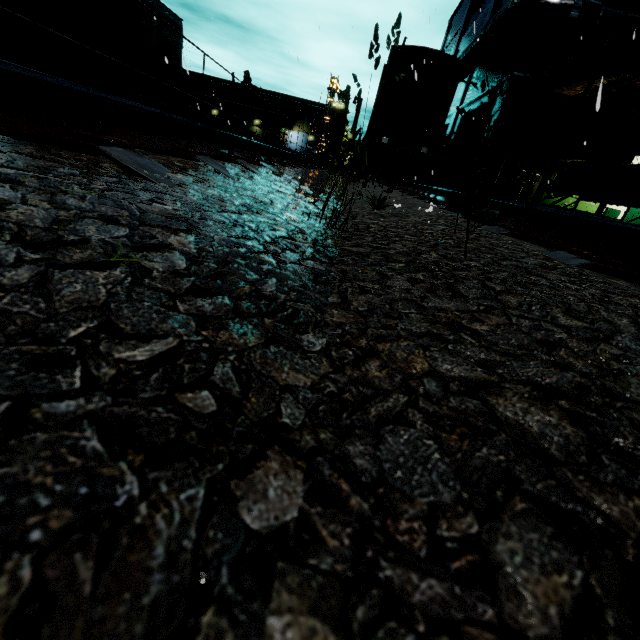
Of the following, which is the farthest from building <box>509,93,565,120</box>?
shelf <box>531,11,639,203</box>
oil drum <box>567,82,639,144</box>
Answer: oil drum <box>567,82,639,144</box>

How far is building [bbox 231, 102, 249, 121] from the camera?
58.16m

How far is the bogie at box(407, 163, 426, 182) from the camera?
13.76m

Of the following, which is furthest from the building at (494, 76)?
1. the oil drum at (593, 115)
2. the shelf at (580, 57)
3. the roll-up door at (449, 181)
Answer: the oil drum at (593, 115)

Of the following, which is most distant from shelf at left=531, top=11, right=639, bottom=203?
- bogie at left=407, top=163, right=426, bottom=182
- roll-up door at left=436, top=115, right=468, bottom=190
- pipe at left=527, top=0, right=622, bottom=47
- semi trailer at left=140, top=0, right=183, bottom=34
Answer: semi trailer at left=140, top=0, right=183, bottom=34

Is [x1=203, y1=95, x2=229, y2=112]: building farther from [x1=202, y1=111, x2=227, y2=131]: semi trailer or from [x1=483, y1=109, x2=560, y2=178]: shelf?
[x1=483, y1=109, x2=560, y2=178]: shelf

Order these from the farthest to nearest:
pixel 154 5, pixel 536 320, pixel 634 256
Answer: pixel 154 5 < pixel 634 256 < pixel 536 320

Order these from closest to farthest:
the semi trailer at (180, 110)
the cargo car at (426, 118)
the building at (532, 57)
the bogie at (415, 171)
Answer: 1. the semi trailer at (180, 110)
2. the building at (532, 57)
3. the cargo car at (426, 118)
4. the bogie at (415, 171)
